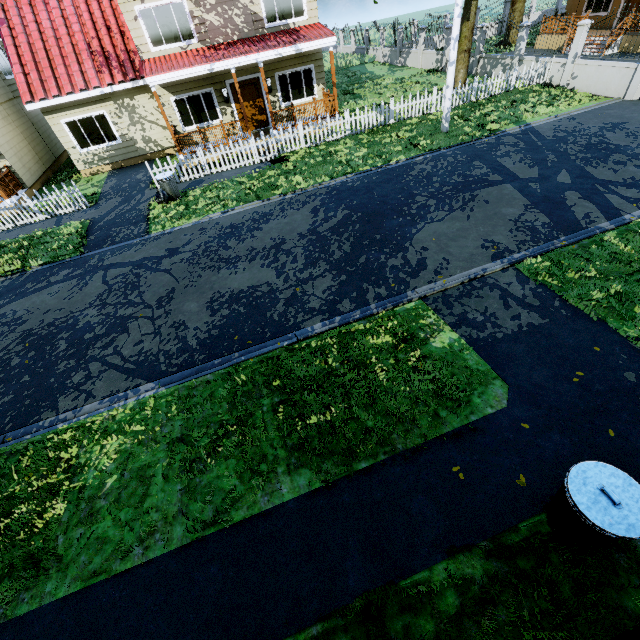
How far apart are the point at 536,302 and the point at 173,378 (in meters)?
7.18

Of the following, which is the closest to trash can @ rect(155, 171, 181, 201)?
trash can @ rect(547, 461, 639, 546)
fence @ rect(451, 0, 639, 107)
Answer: fence @ rect(451, 0, 639, 107)

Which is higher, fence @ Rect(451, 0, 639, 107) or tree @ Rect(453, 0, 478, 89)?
tree @ Rect(453, 0, 478, 89)

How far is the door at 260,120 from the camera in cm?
1530

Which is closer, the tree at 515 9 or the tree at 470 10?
the tree at 470 10

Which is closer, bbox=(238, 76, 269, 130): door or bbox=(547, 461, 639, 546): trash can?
bbox=(547, 461, 639, 546): trash can

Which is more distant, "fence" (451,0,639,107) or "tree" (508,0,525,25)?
"tree" (508,0,525,25)

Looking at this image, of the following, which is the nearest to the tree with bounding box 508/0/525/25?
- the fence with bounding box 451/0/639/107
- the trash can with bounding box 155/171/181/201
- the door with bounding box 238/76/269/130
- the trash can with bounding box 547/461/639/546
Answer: the fence with bounding box 451/0/639/107
